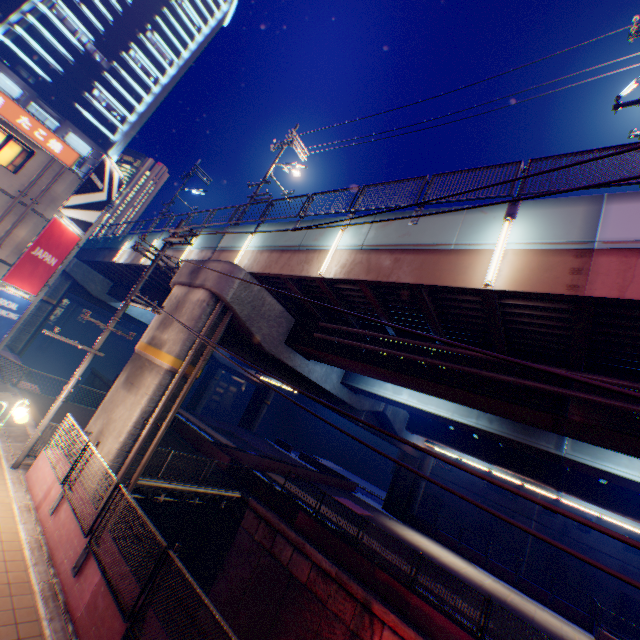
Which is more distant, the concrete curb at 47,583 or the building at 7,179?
the building at 7,179

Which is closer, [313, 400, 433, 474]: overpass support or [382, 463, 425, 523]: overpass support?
[313, 400, 433, 474]: overpass support

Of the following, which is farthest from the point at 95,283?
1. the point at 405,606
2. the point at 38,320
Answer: the point at 405,606

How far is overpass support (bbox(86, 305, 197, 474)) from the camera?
11.01m

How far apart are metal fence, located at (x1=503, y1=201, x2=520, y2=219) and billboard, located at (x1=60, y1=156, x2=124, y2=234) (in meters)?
21.62

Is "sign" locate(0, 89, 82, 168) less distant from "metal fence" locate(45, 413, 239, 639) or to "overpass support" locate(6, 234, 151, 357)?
"overpass support" locate(6, 234, 151, 357)

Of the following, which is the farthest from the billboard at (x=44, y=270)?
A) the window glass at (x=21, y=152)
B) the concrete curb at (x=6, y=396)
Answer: the concrete curb at (x=6, y=396)

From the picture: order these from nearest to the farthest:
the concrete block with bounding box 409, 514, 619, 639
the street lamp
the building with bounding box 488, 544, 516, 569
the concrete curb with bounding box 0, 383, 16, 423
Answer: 1. the street lamp
2. the concrete curb with bounding box 0, 383, 16, 423
3. the concrete block with bounding box 409, 514, 619, 639
4. the building with bounding box 488, 544, 516, 569
